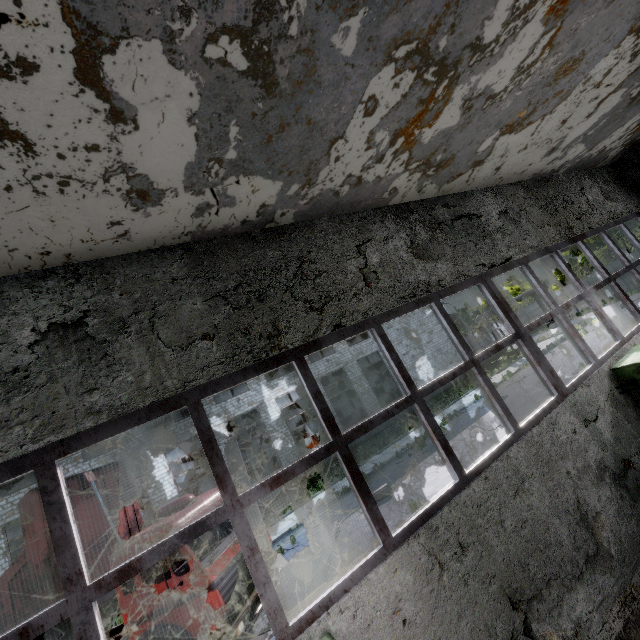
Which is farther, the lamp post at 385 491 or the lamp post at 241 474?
the lamp post at 385 491

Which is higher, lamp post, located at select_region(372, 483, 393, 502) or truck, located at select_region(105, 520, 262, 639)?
truck, located at select_region(105, 520, 262, 639)

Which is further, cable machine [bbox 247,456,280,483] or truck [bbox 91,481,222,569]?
cable machine [bbox 247,456,280,483]

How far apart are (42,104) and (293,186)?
2.5m

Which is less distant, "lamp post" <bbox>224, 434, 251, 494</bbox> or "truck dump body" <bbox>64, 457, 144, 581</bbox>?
"lamp post" <bbox>224, 434, 251, 494</bbox>

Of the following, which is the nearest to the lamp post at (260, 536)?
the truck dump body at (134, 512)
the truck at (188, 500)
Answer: the truck at (188, 500)

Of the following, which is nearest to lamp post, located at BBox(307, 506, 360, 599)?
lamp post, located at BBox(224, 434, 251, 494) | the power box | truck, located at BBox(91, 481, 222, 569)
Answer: lamp post, located at BBox(224, 434, 251, 494)

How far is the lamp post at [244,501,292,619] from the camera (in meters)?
7.36
